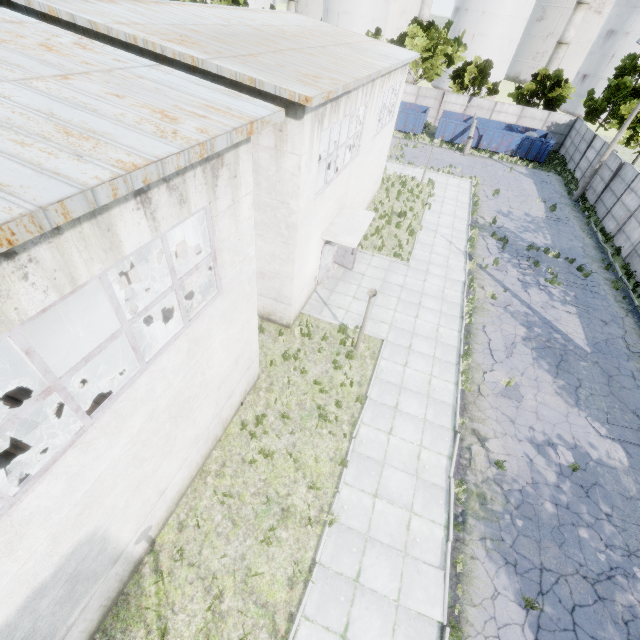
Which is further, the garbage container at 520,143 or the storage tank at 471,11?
the storage tank at 471,11

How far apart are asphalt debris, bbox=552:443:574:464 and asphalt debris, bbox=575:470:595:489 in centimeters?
9cm

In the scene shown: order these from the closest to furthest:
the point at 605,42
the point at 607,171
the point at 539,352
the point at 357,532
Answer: the point at 357,532
the point at 539,352
the point at 607,171
the point at 605,42

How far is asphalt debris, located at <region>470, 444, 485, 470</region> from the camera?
9.88m

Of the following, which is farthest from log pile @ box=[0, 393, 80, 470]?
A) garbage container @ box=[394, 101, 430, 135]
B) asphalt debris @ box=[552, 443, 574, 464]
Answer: garbage container @ box=[394, 101, 430, 135]

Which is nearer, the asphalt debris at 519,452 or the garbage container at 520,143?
the asphalt debris at 519,452

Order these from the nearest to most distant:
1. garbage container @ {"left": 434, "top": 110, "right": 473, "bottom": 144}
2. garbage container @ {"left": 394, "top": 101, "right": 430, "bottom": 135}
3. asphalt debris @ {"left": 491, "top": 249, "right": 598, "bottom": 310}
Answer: asphalt debris @ {"left": 491, "top": 249, "right": 598, "bottom": 310} → garbage container @ {"left": 434, "top": 110, "right": 473, "bottom": 144} → garbage container @ {"left": 394, "top": 101, "right": 430, "bottom": 135}

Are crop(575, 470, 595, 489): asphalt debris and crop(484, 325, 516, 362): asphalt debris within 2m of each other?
no
